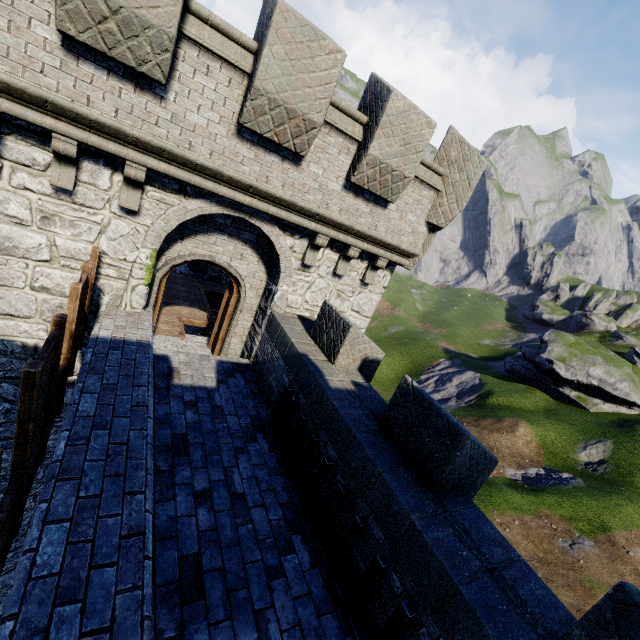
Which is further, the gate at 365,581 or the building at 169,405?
the gate at 365,581

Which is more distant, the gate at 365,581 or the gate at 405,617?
the gate at 365,581

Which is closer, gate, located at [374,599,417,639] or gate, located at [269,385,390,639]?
gate, located at [374,599,417,639]

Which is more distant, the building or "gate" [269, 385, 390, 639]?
"gate" [269, 385, 390, 639]

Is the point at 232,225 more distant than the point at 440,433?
Yes
